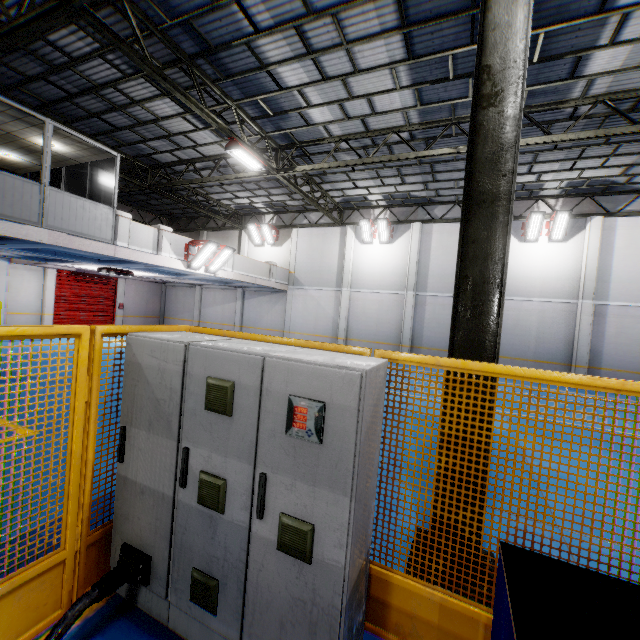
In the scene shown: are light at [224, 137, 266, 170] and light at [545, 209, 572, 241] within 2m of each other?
no

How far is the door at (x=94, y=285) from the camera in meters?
19.8

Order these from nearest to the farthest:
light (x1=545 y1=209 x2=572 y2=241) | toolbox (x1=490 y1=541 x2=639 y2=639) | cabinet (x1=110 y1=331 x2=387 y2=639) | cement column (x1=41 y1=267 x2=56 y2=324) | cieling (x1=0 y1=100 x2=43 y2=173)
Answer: toolbox (x1=490 y1=541 x2=639 y2=639) < cabinet (x1=110 y1=331 x2=387 y2=639) < cieling (x1=0 y1=100 x2=43 y2=173) < light (x1=545 y1=209 x2=572 y2=241) < cement column (x1=41 y1=267 x2=56 y2=324)

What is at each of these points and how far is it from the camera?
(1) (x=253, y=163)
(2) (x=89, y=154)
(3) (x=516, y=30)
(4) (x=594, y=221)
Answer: (1) light, 11.6 meters
(2) cieling, 10.7 meters
(3) metal pole, 3.0 meters
(4) cement column, 14.7 meters

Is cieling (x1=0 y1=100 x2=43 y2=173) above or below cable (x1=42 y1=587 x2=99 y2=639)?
above

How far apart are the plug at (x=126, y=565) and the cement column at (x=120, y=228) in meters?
10.7

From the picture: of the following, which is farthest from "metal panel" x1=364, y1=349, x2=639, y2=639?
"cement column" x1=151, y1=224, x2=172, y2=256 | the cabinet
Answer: "cement column" x1=151, y1=224, x2=172, y2=256

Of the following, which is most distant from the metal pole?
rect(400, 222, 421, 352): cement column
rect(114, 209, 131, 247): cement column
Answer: rect(400, 222, 421, 352): cement column
